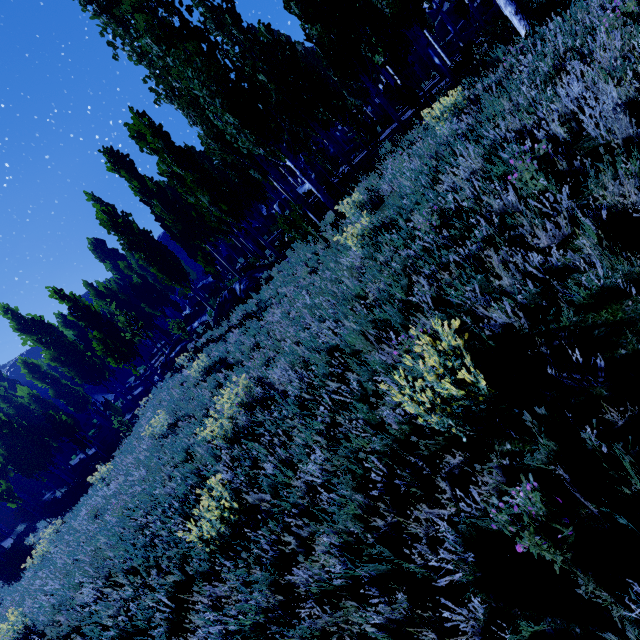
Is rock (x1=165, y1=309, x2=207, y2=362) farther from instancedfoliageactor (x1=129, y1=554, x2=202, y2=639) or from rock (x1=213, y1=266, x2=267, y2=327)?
rock (x1=213, y1=266, x2=267, y2=327)

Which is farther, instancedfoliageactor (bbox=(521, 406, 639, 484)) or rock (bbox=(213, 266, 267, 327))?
rock (bbox=(213, 266, 267, 327))

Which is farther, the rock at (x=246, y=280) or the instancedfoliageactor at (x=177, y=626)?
the rock at (x=246, y=280)

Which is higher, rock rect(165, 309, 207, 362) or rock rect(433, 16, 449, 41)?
rock rect(433, 16, 449, 41)

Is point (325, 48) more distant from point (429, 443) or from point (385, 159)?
point (429, 443)

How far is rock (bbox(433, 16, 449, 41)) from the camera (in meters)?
39.12

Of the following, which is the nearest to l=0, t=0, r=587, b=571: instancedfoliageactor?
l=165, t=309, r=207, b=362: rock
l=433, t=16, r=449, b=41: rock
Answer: l=433, t=16, r=449, b=41: rock
